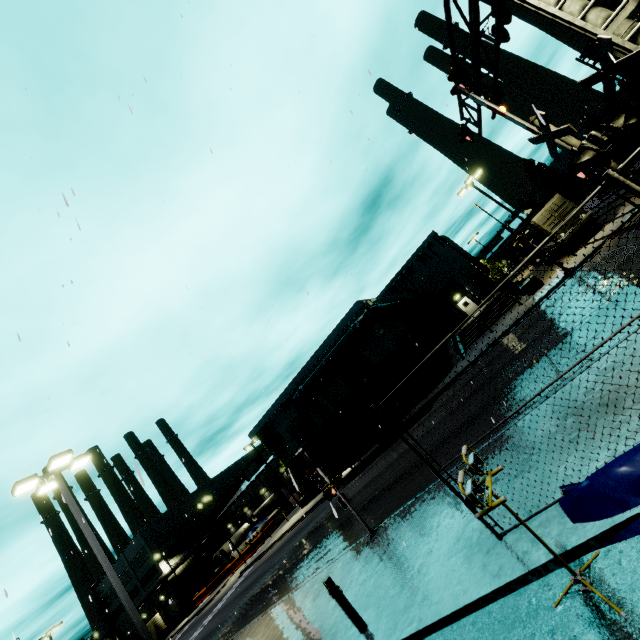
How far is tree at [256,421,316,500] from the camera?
36.78m

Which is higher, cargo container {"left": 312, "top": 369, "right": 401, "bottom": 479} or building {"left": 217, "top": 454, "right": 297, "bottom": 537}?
building {"left": 217, "top": 454, "right": 297, "bottom": 537}

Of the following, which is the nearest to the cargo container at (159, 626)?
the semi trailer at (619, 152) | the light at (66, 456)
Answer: the light at (66, 456)

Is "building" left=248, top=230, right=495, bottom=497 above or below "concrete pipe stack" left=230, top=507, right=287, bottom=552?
above

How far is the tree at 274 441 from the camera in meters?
36.8 m

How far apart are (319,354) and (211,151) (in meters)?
28.61

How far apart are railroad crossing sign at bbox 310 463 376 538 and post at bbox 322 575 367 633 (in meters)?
3.82

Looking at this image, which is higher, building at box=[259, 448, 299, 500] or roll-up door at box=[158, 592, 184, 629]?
building at box=[259, 448, 299, 500]
